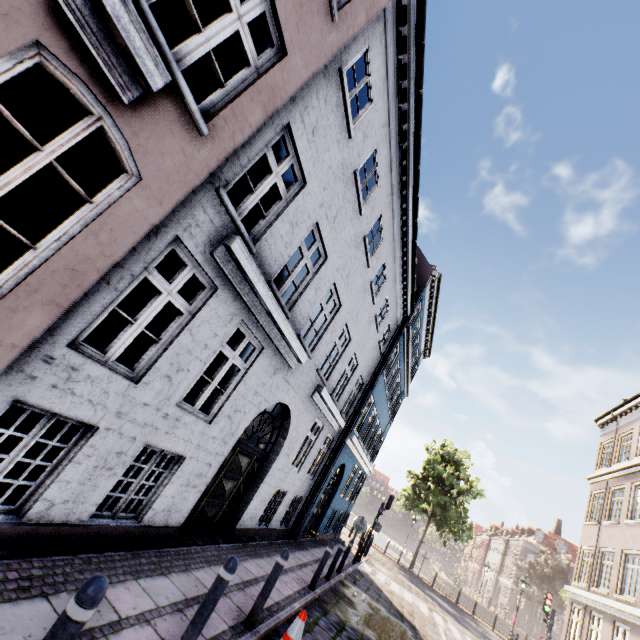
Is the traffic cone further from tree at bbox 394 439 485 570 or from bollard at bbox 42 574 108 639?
tree at bbox 394 439 485 570

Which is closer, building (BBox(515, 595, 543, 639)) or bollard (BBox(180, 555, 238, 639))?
bollard (BBox(180, 555, 238, 639))

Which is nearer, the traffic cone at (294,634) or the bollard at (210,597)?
the bollard at (210,597)

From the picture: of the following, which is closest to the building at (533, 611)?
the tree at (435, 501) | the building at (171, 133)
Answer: the tree at (435, 501)

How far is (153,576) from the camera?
4.7 meters

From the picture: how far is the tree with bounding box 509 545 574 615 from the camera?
37.6 meters

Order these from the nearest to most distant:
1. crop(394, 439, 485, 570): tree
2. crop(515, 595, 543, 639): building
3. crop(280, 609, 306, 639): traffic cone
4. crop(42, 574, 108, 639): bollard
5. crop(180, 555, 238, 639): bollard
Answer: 1. crop(42, 574, 108, 639): bollard
2. crop(180, 555, 238, 639): bollard
3. crop(280, 609, 306, 639): traffic cone
4. crop(394, 439, 485, 570): tree
5. crop(515, 595, 543, 639): building
